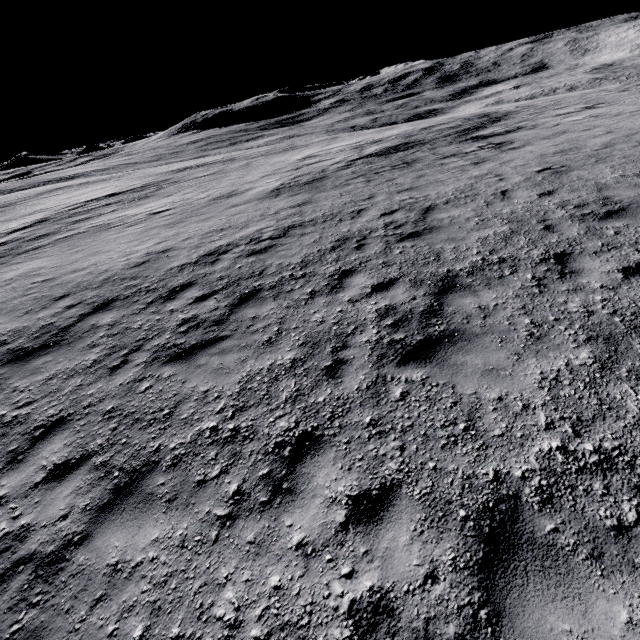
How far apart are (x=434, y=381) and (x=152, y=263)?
9.2m
